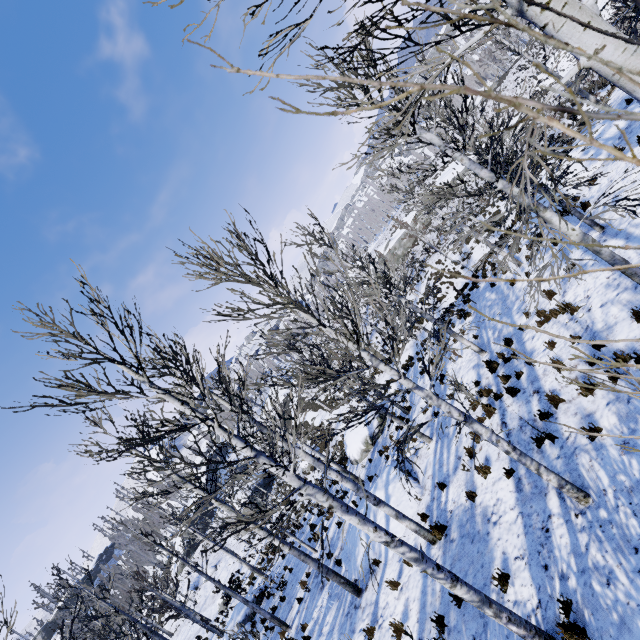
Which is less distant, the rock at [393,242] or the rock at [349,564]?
the rock at [349,564]

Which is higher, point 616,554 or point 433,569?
point 433,569

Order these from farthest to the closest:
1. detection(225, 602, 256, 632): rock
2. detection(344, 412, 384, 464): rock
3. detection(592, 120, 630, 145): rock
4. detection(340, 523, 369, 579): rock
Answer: detection(344, 412, 384, 464): rock
detection(225, 602, 256, 632): rock
detection(592, 120, 630, 145): rock
detection(340, 523, 369, 579): rock

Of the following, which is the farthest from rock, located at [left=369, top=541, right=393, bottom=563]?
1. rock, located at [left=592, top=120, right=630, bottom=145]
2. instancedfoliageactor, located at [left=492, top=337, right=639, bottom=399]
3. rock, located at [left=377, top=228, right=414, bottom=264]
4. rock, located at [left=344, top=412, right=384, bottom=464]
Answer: rock, located at [left=377, top=228, right=414, bottom=264]

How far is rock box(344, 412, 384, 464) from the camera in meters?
18.4

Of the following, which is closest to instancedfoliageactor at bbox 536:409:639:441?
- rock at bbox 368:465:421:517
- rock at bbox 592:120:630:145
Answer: rock at bbox 368:465:421:517

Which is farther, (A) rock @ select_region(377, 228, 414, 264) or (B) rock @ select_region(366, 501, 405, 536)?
(A) rock @ select_region(377, 228, 414, 264)

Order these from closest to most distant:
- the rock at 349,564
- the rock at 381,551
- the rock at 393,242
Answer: the rock at 381,551 < the rock at 349,564 < the rock at 393,242
